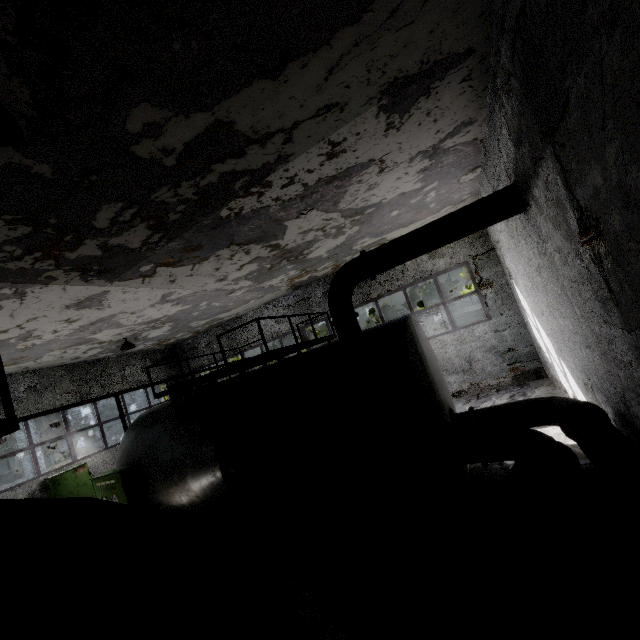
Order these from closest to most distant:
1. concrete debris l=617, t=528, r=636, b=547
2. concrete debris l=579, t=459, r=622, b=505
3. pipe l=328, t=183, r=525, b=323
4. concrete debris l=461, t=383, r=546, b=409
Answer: concrete debris l=617, t=528, r=636, b=547, concrete debris l=579, t=459, r=622, b=505, pipe l=328, t=183, r=525, b=323, concrete debris l=461, t=383, r=546, b=409

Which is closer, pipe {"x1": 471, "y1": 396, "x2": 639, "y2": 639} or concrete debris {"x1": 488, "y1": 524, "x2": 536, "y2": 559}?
pipe {"x1": 471, "y1": 396, "x2": 639, "y2": 639}

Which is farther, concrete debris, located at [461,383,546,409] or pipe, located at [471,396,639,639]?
concrete debris, located at [461,383,546,409]

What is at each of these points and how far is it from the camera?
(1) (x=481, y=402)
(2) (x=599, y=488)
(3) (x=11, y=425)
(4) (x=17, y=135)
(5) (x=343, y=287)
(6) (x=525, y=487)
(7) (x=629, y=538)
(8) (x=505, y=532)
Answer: (1) concrete debris, 11.4m
(2) concrete debris, 5.2m
(3) boiler tank, 2.9m
(4) ceiling lamp, 3.0m
(5) pipe, 7.5m
(6) concrete debris, 5.7m
(7) concrete debris, 4.2m
(8) concrete debris, 5.0m

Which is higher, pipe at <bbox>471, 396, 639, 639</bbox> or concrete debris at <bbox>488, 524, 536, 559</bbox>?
pipe at <bbox>471, 396, 639, 639</bbox>

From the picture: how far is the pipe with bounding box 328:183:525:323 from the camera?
6.07m

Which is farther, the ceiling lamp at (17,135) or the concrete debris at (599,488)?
the concrete debris at (599,488)

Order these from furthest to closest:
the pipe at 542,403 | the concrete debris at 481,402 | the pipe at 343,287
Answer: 1. the concrete debris at 481,402
2. the pipe at 343,287
3. the pipe at 542,403
